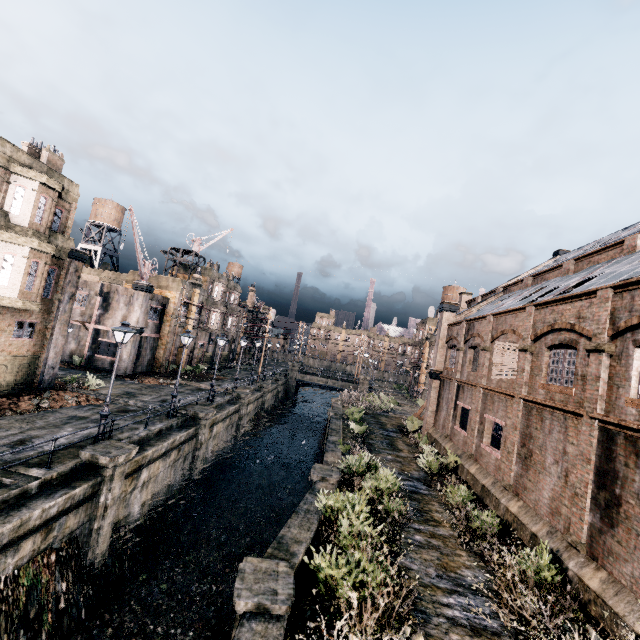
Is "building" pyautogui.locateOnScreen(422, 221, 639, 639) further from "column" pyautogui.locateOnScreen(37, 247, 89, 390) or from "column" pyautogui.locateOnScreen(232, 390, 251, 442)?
"column" pyautogui.locateOnScreen(37, 247, 89, 390)

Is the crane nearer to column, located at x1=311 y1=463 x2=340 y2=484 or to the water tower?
the water tower

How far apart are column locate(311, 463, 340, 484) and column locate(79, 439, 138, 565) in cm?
820

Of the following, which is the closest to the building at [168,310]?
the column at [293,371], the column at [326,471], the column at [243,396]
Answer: the column at [243,396]

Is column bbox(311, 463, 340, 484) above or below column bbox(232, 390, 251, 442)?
below

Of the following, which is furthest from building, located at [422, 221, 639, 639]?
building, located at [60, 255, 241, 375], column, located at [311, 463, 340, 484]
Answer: building, located at [60, 255, 241, 375]

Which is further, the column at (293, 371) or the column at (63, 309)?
the column at (293, 371)

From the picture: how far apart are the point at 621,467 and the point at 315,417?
44.7 meters
